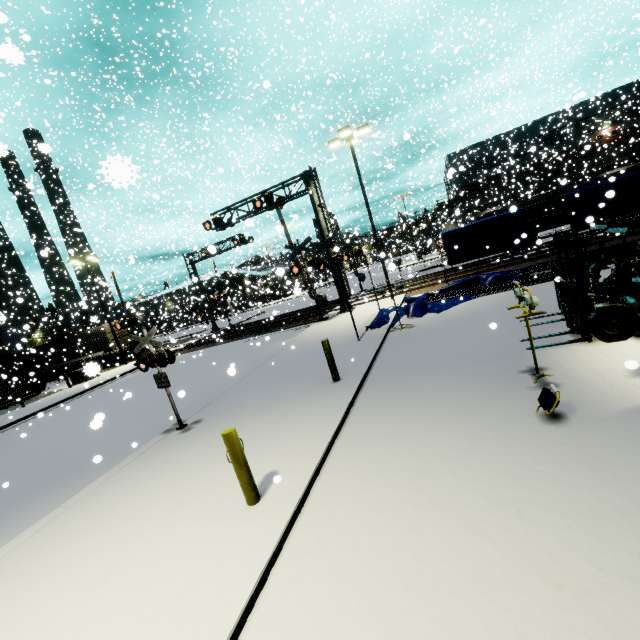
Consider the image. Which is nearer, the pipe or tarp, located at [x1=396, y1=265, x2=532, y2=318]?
the pipe

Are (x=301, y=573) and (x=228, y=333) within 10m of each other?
no

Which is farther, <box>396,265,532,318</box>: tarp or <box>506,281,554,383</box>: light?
<box>396,265,532,318</box>: tarp

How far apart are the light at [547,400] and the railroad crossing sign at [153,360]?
7.9m

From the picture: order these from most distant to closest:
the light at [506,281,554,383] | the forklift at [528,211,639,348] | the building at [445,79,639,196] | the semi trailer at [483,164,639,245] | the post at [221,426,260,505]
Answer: the building at [445,79,639,196] → the semi trailer at [483,164,639,245] → the forklift at [528,211,639,348] → the light at [506,281,554,383] → the post at [221,426,260,505]

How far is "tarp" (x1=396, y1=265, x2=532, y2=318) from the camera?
13.7m

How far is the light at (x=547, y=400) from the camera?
4.54m
